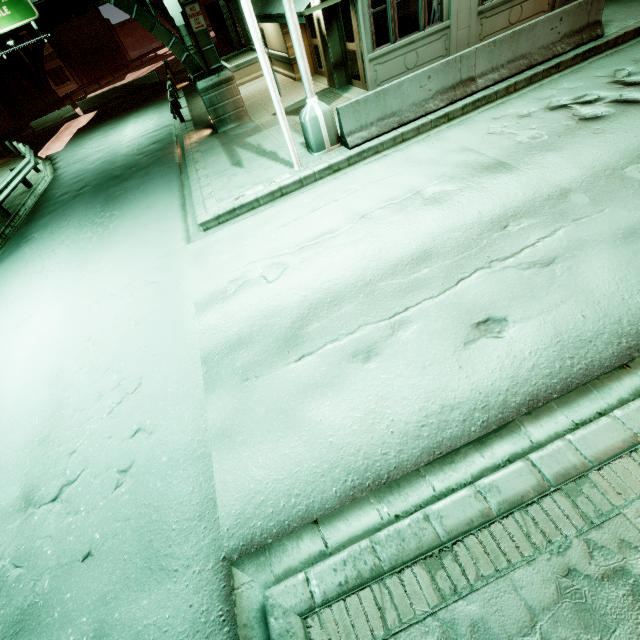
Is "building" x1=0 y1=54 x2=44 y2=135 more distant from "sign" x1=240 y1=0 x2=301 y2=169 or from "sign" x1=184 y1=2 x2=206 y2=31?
"sign" x1=240 y1=0 x2=301 y2=169

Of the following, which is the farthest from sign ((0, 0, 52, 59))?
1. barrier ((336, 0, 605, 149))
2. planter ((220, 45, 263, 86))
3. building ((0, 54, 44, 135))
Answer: barrier ((336, 0, 605, 149))

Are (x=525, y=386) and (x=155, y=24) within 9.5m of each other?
no

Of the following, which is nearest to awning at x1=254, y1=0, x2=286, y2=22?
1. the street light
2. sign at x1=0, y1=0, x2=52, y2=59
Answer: the street light

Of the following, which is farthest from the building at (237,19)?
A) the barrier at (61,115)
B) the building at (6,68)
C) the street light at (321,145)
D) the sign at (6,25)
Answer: the building at (6,68)

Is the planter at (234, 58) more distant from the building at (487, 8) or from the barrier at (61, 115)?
the barrier at (61, 115)

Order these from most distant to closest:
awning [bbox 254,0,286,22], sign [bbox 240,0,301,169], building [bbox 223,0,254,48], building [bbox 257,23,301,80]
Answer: building [bbox 223,0,254,48] → building [bbox 257,23,301,80] → awning [bbox 254,0,286,22] → sign [bbox 240,0,301,169]

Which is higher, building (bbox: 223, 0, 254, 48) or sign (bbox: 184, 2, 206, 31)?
sign (bbox: 184, 2, 206, 31)
